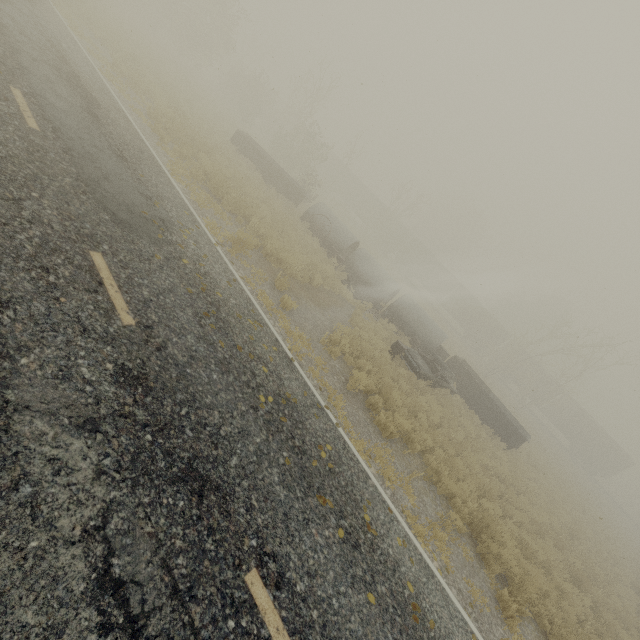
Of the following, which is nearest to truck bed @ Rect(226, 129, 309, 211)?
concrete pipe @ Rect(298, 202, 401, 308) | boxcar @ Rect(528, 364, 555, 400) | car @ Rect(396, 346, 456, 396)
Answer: concrete pipe @ Rect(298, 202, 401, 308)

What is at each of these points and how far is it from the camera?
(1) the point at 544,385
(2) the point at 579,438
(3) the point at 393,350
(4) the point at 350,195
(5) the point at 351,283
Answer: (1) boxcar, 40.5 meters
(2) boxcar, 39.4 meters
(3) oil drum, 14.4 meters
(4) boxcar, 48.7 meters
(5) rubber tire, 17.9 meters

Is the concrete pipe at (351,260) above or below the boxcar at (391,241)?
below

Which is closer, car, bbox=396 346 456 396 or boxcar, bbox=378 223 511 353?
car, bbox=396 346 456 396

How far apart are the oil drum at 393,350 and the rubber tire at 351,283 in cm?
428

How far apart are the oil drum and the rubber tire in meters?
4.3

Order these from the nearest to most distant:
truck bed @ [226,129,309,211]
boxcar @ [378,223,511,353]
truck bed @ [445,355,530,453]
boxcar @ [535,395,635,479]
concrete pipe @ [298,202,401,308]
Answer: truck bed @ [445,355,530,453]
concrete pipe @ [298,202,401,308]
truck bed @ [226,129,309,211]
boxcar @ [535,395,635,479]
boxcar @ [378,223,511,353]

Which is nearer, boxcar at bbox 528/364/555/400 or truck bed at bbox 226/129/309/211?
truck bed at bbox 226/129/309/211
